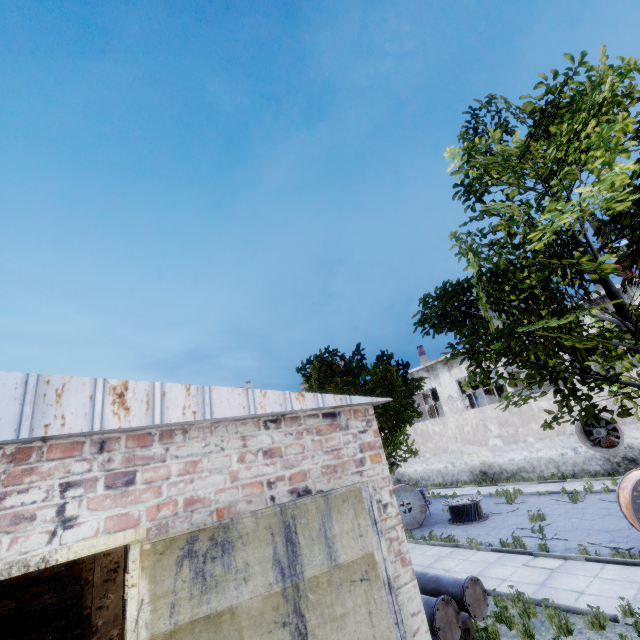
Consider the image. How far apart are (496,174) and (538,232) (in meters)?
3.57

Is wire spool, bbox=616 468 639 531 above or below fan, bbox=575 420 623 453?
below

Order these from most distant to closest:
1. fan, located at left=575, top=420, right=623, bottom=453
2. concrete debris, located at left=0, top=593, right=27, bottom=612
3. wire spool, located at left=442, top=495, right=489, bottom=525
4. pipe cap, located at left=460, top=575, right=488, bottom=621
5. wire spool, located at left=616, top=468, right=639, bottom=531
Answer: fan, located at left=575, top=420, right=623, bottom=453 < concrete debris, located at left=0, top=593, right=27, bottom=612 < wire spool, located at left=442, top=495, right=489, bottom=525 < wire spool, located at left=616, top=468, right=639, bottom=531 < pipe cap, located at left=460, top=575, right=488, bottom=621

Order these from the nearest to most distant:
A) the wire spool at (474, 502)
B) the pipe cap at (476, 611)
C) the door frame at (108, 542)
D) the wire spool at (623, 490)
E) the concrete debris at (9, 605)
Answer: the door frame at (108, 542)
the pipe cap at (476, 611)
the wire spool at (623, 490)
the wire spool at (474, 502)
the concrete debris at (9, 605)

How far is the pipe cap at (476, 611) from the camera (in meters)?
6.62

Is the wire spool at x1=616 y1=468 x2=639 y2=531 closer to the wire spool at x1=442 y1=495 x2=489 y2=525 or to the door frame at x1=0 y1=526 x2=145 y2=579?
the wire spool at x1=442 y1=495 x2=489 y2=525

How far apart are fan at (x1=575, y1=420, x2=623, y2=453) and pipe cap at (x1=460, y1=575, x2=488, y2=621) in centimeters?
1714cm

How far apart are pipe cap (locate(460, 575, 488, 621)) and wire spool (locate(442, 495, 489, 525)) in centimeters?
987cm
